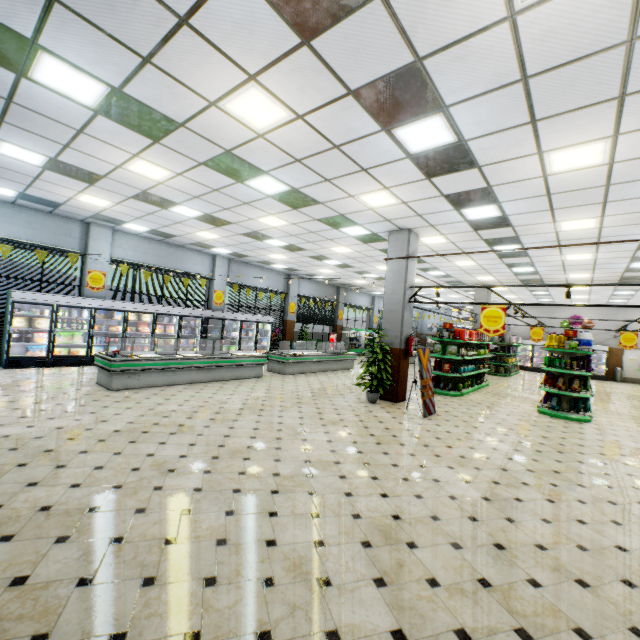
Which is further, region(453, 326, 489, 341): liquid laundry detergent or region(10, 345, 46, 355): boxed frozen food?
region(453, 326, 489, 341): liquid laundry detergent

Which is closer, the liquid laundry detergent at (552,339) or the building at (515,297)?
the liquid laundry detergent at (552,339)

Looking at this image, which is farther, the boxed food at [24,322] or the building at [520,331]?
the building at [520,331]

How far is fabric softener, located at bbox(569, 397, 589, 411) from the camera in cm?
922

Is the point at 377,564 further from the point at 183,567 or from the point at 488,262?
the point at 488,262

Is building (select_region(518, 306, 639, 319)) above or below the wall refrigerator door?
above

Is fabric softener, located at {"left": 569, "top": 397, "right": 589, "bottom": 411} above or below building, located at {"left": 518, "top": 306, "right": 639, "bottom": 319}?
below

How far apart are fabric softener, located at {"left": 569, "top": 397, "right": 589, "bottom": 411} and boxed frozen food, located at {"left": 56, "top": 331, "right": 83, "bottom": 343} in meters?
15.6 m
